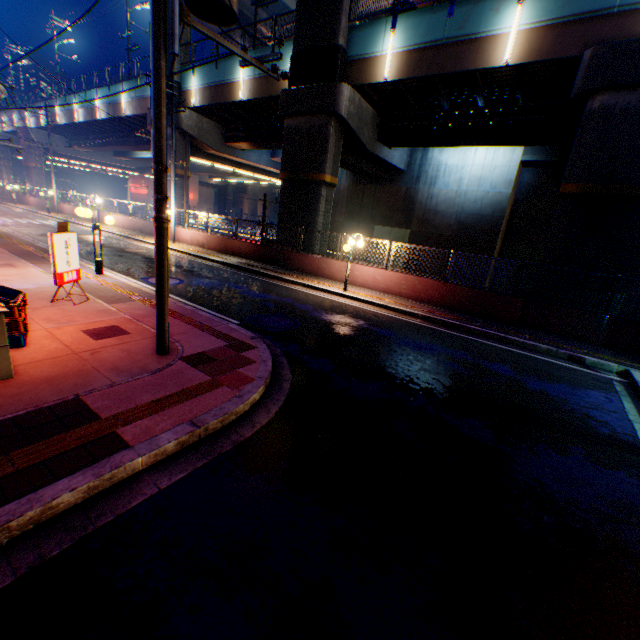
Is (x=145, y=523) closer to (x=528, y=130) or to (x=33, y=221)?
(x=528, y=130)

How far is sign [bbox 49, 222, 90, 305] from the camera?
7.3 meters

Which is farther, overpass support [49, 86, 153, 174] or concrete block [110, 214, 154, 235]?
overpass support [49, 86, 153, 174]

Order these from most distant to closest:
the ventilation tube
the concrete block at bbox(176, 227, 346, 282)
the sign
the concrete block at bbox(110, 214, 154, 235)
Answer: the concrete block at bbox(110, 214, 154, 235), the concrete block at bbox(176, 227, 346, 282), the sign, the ventilation tube

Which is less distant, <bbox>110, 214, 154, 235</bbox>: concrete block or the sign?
the sign

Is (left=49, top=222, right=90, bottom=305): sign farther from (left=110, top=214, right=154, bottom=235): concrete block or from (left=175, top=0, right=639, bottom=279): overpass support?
(left=175, top=0, right=639, bottom=279): overpass support

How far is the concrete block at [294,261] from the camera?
15.8m

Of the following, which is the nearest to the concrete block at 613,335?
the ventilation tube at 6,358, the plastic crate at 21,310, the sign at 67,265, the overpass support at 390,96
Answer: the overpass support at 390,96
